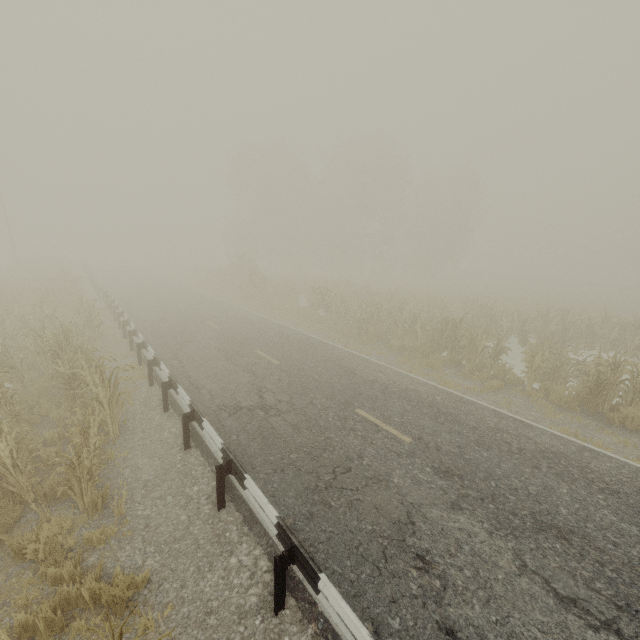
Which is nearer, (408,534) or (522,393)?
(408,534)

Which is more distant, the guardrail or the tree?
the tree

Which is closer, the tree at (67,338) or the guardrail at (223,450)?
the guardrail at (223,450)
